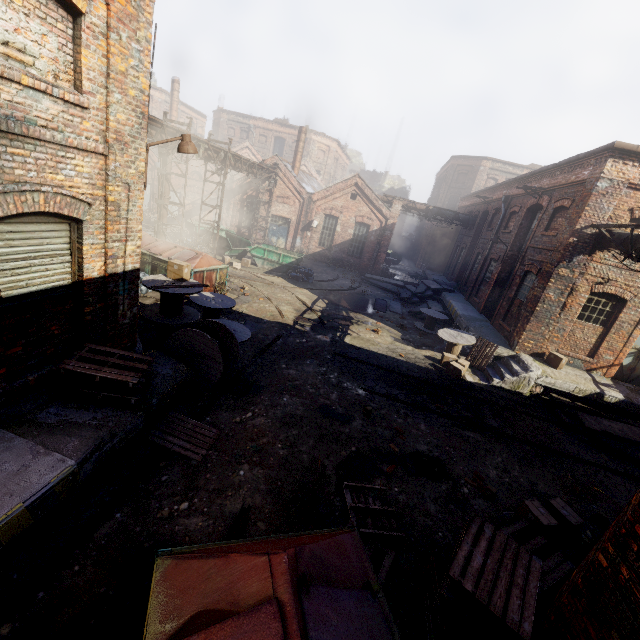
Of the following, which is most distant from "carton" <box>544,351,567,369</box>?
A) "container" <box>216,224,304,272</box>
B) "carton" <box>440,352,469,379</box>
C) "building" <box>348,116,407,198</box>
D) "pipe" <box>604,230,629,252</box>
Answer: "building" <box>348,116,407,198</box>

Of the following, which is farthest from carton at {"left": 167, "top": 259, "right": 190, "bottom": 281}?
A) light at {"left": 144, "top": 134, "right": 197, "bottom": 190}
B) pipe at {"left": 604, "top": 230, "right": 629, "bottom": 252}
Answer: pipe at {"left": 604, "top": 230, "right": 629, "bottom": 252}

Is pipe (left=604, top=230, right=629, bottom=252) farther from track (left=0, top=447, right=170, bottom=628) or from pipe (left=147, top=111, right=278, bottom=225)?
pipe (left=147, top=111, right=278, bottom=225)

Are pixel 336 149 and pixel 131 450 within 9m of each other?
no

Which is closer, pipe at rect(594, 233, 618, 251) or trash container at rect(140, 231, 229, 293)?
pipe at rect(594, 233, 618, 251)

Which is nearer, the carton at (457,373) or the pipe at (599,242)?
the pipe at (599,242)

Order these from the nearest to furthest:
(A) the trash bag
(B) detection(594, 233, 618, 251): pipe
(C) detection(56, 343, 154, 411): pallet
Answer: (C) detection(56, 343, 154, 411): pallet
(B) detection(594, 233, 618, 251): pipe
(A) the trash bag

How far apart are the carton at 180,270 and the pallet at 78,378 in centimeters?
354cm
